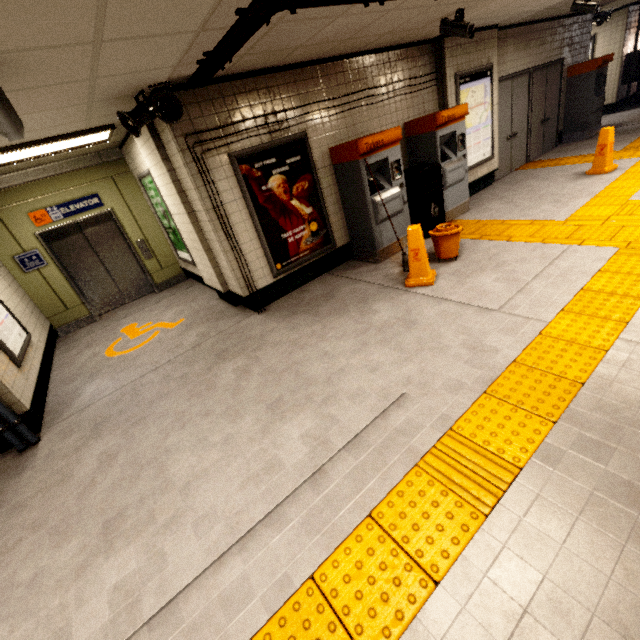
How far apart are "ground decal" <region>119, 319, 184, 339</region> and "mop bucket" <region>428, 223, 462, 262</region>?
4.3 meters

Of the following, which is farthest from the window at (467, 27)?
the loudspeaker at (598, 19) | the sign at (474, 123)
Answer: the loudspeaker at (598, 19)

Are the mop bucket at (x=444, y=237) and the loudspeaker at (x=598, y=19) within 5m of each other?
no

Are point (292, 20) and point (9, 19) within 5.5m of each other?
yes

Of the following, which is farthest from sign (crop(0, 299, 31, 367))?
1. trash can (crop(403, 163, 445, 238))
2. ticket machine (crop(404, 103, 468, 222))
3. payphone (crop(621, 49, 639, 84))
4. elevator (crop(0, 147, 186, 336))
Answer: payphone (crop(621, 49, 639, 84))

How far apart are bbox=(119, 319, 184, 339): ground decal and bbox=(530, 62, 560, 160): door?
9.6 meters

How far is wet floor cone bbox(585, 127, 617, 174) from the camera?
5.99m

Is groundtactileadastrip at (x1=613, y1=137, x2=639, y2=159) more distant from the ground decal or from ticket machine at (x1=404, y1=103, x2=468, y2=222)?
the ground decal
